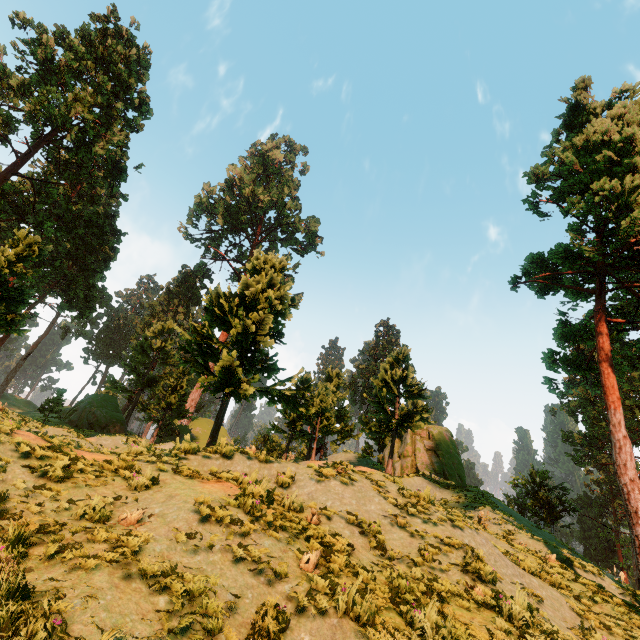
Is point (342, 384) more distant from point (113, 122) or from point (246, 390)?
point (113, 122)

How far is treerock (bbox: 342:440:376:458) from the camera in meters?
18.7 m

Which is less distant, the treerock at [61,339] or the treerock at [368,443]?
the treerock at [368,443]

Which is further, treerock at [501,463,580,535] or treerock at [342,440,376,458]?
treerock at [501,463,580,535]

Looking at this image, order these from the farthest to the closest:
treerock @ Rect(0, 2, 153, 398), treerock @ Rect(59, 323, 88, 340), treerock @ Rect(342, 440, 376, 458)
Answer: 1. treerock @ Rect(59, 323, 88, 340)
2. treerock @ Rect(0, 2, 153, 398)
3. treerock @ Rect(342, 440, 376, 458)

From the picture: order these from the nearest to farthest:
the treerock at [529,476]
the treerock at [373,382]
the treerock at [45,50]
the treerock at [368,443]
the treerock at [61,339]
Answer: the treerock at [373,382], the treerock at [368,443], the treerock at [45,50], the treerock at [529,476], the treerock at [61,339]
